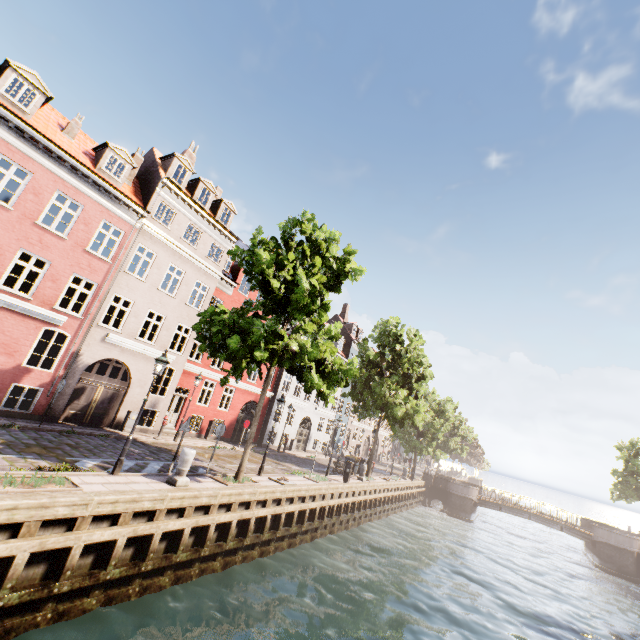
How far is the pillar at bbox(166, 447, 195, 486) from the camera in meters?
10.1 m

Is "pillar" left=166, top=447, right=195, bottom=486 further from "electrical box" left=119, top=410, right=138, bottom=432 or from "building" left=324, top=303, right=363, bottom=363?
"building" left=324, top=303, right=363, bottom=363

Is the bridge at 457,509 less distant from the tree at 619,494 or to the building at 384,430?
the tree at 619,494

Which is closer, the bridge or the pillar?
the pillar

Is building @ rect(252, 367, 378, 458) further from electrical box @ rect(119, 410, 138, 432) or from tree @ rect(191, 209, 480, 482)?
electrical box @ rect(119, 410, 138, 432)

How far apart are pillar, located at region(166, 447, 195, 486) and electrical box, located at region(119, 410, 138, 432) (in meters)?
8.09

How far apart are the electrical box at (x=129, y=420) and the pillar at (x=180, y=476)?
8.09m

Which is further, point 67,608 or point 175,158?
point 175,158
